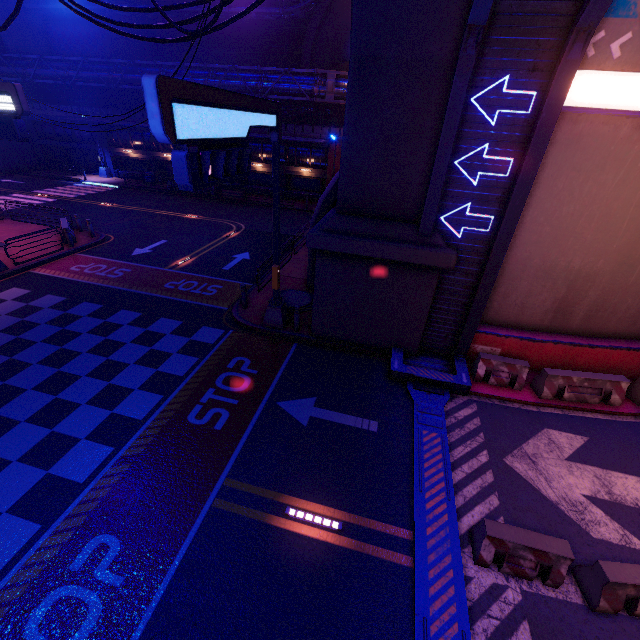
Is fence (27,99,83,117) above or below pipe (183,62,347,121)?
below

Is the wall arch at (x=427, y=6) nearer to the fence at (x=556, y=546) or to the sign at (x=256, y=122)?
the sign at (x=256, y=122)

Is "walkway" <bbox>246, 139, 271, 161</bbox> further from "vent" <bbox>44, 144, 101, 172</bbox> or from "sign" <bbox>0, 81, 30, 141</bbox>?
"sign" <bbox>0, 81, 30, 141</bbox>

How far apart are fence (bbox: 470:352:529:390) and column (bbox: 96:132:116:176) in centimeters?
4250cm

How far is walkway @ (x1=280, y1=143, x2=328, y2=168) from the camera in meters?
30.7 m

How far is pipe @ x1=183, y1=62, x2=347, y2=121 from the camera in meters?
26.8 m

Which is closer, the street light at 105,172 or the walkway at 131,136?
the walkway at 131,136

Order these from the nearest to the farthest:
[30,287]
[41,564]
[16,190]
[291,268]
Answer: [41,564], [30,287], [291,268], [16,190]
